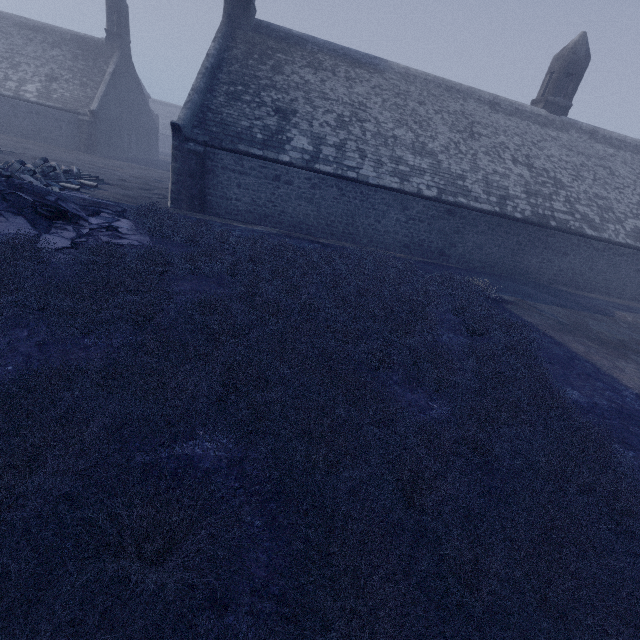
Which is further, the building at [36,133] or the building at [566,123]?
the building at [36,133]

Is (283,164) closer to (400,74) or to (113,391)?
(400,74)

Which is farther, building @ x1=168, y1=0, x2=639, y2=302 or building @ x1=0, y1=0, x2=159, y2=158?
building @ x1=0, y1=0, x2=159, y2=158
